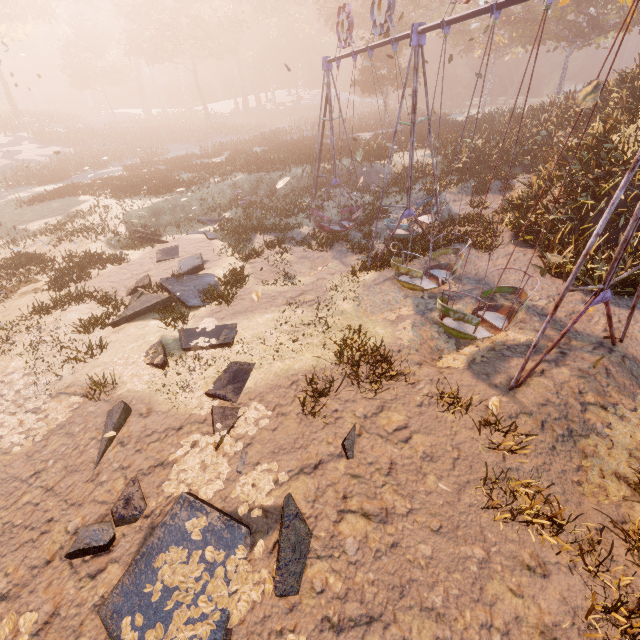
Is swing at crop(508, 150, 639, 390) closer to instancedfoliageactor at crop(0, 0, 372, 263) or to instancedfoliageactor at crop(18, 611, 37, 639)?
instancedfoliageactor at crop(18, 611, 37, 639)

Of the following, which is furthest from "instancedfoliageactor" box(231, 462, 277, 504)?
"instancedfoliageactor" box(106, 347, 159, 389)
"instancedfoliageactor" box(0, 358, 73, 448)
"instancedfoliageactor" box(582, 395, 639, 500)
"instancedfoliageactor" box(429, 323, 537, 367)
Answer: "instancedfoliageactor" box(582, 395, 639, 500)

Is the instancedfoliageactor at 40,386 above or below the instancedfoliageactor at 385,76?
below

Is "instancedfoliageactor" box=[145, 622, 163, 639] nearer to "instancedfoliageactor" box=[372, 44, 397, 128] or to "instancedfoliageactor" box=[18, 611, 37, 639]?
"instancedfoliageactor" box=[18, 611, 37, 639]

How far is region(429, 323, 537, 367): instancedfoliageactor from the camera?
7.6 meters

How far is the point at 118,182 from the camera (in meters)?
21.66

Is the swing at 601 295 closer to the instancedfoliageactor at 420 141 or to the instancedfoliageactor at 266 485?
the instancedfoliageactor at 266 485

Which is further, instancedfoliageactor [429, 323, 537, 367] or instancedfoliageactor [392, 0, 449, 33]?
instancedfoliageactor [392, 0, 449, 33]
